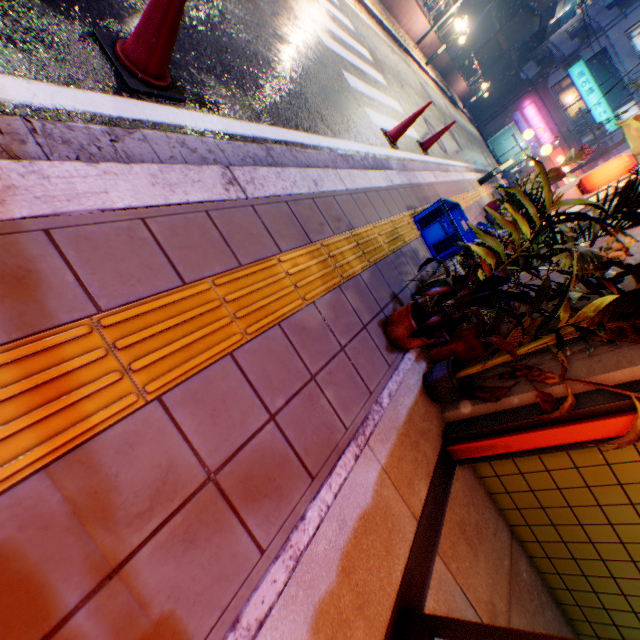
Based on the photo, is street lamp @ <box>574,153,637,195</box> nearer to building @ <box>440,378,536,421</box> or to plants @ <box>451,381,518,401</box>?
building @ <box>440,378,536,421</box>

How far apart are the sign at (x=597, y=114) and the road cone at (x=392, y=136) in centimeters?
4028cm

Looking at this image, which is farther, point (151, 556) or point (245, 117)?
point (245, 117)

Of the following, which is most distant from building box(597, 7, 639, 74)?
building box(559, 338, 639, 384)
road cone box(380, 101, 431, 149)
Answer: road cone box(380, 101, 431, 149)

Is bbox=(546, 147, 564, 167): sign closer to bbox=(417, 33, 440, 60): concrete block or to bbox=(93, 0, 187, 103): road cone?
bbox=(417, 33, 440, 60): concrete block

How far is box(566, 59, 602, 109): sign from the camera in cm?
3109

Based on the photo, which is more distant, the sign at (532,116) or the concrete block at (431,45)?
the sign at (532,116)

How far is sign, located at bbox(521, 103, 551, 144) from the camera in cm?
3403
